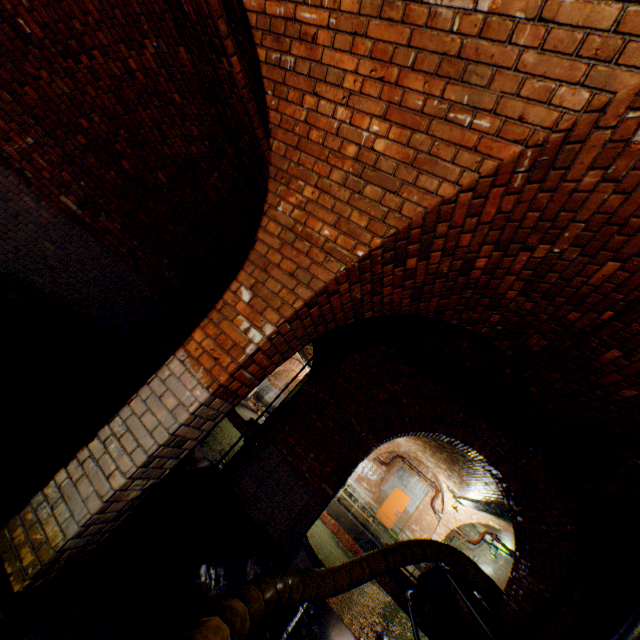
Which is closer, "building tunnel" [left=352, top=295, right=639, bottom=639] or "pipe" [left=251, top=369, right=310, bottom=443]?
"building tunnel" [left=352, top=295, right=639, bottom=639]

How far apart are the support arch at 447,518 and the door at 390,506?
1.6m

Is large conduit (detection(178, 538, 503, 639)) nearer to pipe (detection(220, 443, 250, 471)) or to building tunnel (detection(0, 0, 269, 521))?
building tunnel (detection(0, 0, 269, 521))

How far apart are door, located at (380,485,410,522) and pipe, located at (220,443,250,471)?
10.9 meters

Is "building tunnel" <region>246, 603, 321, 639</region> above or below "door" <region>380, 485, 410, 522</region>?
below

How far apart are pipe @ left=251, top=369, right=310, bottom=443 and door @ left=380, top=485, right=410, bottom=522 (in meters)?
10.88

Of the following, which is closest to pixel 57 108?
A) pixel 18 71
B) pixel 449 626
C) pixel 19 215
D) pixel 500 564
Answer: pixel 18 71

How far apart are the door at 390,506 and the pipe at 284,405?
10.9 meters
